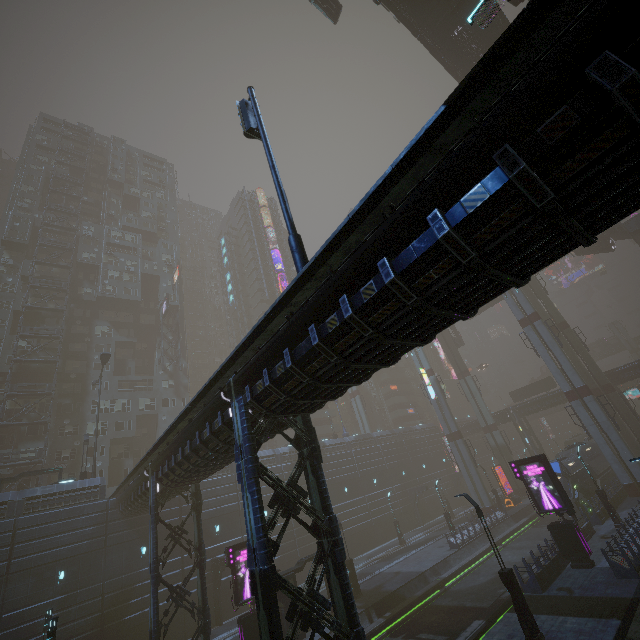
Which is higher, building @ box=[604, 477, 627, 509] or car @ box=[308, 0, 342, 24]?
car @ box=[308, 0, 342, 24]

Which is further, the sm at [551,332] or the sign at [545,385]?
the sign at [545,385]

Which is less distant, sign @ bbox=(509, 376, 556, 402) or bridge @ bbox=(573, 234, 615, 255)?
bridge @ bbox=(573, 234, 615, 255)

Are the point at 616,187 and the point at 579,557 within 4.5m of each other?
no

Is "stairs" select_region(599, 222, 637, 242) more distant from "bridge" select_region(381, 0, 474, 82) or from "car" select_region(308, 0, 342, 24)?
"car" select_region(308, 0, 342, 24)

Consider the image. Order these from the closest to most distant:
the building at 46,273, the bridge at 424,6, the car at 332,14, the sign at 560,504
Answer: the sign at 560,504, the bridge at 424,6, the car at 332,14, the building at 46,273

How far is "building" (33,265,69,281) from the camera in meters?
47.3
